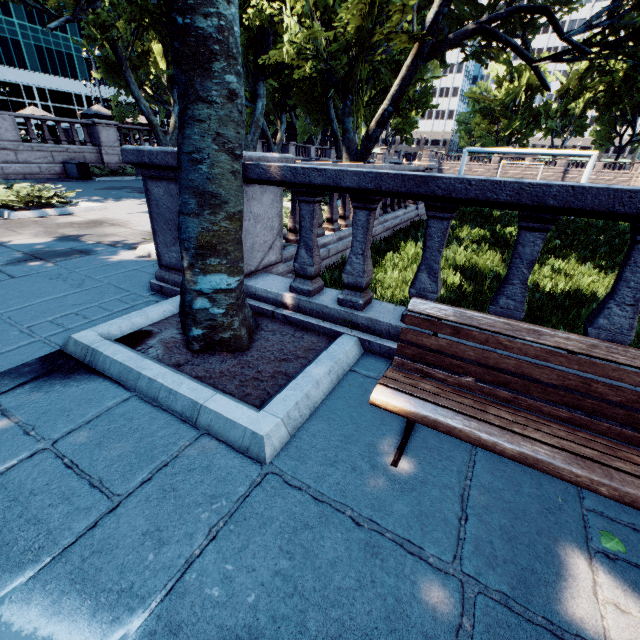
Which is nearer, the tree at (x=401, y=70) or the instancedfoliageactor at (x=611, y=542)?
the instancedfoliageactor at (x=611, y=542)

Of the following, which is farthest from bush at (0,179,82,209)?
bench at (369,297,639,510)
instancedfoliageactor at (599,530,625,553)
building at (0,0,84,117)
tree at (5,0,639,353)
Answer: building at (0,0,84,117)

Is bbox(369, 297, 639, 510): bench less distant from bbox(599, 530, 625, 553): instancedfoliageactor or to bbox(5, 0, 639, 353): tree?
bbox(599, 530, 625, 553): instancedfoliageactor

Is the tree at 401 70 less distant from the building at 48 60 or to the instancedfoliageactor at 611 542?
the instancedfoliageactor at 611 542

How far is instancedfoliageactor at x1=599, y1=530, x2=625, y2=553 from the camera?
1.7m

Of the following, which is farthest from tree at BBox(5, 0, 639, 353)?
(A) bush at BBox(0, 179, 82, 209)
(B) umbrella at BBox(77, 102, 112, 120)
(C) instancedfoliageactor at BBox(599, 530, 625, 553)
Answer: (A) bush at BBox(0, 179, 82, 209)

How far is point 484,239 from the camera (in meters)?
9.88

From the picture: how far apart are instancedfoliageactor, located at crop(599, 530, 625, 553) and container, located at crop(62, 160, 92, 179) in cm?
2383
